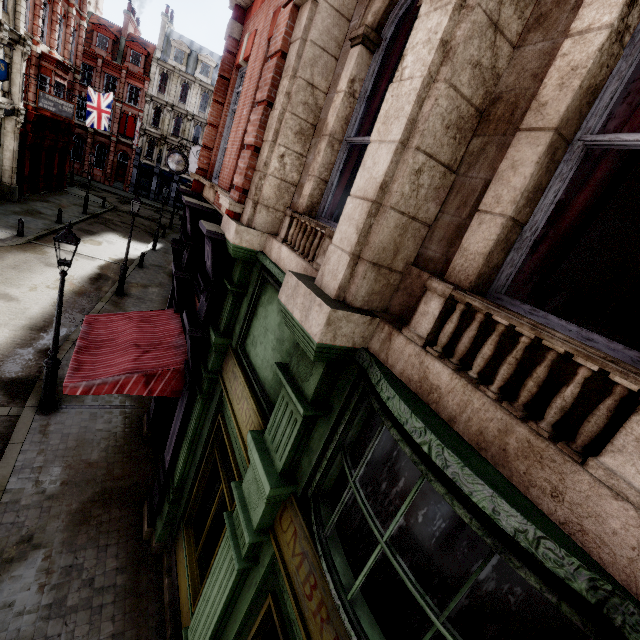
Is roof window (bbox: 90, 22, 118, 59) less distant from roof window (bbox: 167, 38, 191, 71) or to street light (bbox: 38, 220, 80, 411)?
roof window (bbox: 167, 38, 191, 71)

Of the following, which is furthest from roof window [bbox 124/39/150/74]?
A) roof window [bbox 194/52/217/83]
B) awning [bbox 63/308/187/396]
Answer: awning [bbox 63/308/187/396]

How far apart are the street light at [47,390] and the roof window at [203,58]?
46.7 meters

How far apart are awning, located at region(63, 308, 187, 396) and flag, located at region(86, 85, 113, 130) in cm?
2982

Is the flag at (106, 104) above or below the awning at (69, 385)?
above

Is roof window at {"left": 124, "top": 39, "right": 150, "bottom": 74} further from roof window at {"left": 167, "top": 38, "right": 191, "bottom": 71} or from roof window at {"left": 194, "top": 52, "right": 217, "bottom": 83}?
roof window at {"left": 194, "top": 52, "right": 217, "bottom": 83}

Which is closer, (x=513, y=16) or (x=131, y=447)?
(x=513, y=16)

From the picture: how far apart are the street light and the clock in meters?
9.5 m
